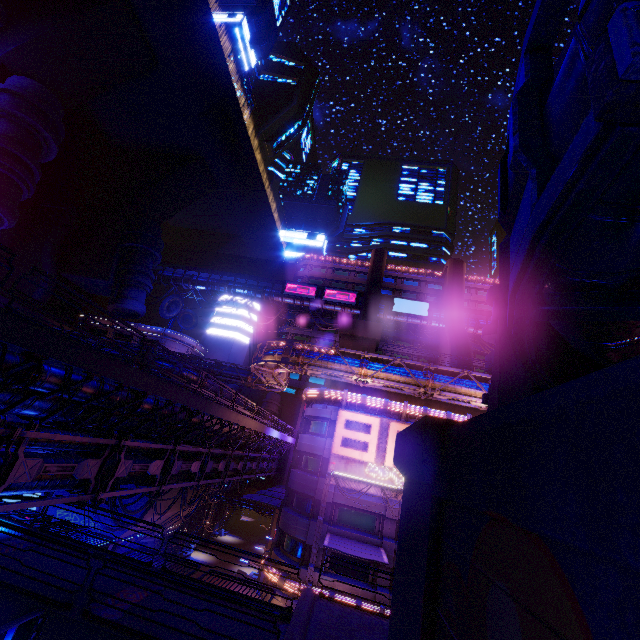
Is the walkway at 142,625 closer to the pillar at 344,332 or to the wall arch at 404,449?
the wall arch at 404,449

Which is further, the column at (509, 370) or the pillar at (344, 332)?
the pillar at (344, 332)

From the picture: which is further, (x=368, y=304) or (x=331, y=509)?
(x=368, y=304)

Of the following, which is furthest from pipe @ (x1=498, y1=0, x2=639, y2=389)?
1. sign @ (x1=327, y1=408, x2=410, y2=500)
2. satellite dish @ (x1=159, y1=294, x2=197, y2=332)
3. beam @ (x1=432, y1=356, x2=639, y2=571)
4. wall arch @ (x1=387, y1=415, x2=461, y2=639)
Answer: satellite dish @ (x1=159, y1=294, x2=197, y2=332)

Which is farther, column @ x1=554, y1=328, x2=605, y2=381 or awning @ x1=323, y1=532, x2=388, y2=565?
awning @ x1=323, y1=532, x2=388, y2=565

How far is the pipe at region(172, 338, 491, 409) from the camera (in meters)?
23.77

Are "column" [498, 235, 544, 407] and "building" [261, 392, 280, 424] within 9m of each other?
no

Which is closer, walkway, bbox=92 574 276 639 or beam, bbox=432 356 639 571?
beam, bbox=432 356 639 571
